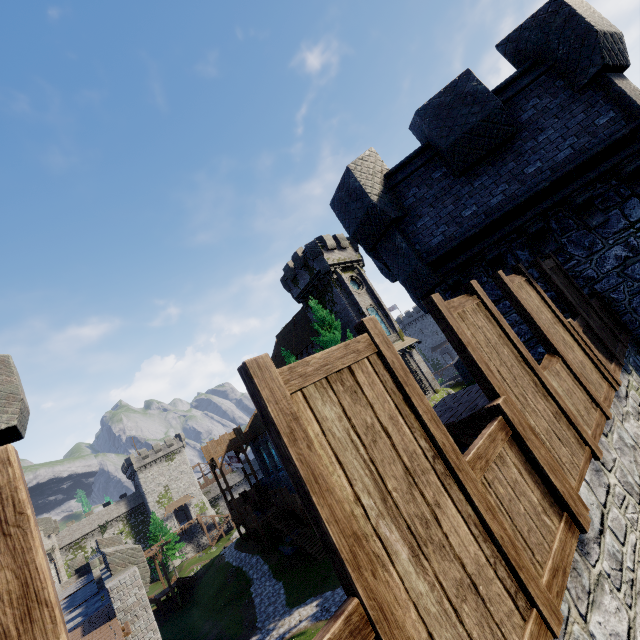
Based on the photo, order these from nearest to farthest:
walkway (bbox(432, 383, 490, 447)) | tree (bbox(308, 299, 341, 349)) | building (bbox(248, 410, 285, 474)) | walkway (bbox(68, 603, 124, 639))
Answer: walkway (bbox(432, 383, 490, 447))
walkway (bbox(68, 603, 124, 639))
tree (bbox(308, 299, 341, 349))
building (bbox(248, 410, 285, 474))

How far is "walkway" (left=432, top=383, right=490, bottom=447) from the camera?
6.3 meters

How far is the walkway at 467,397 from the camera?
6.3 meters

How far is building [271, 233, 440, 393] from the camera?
33.62m

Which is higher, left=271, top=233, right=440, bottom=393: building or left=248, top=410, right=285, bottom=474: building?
left=271, top=233, right=440, bottom=393: building

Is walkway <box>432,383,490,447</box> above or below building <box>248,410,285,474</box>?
below

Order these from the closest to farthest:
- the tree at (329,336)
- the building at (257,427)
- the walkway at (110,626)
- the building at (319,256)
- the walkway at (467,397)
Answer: the walkway at (467,397) → the walkway at (110,626) → the tree at (329,336) → the building at (319,256) → the building at (257,427)

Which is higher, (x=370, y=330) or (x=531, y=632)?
(x=370, y=330)
